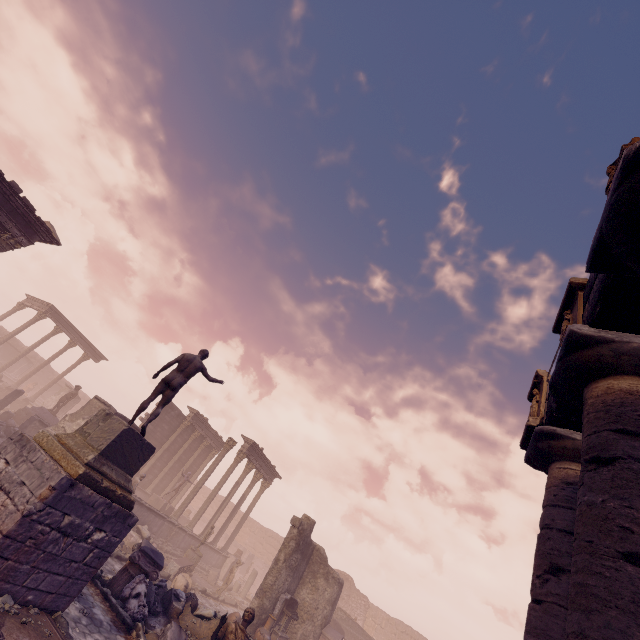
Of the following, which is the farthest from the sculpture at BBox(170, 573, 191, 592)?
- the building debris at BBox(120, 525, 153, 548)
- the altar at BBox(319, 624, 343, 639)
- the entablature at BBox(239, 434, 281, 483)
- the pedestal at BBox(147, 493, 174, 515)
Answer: the entablature at BBox(239, 434, 281, 483)

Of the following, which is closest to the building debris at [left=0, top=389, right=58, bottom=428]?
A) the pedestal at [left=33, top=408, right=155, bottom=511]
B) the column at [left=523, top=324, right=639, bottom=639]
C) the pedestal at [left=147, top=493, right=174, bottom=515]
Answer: the pedestal at [left=147, top=493, right=174, bottom=515]

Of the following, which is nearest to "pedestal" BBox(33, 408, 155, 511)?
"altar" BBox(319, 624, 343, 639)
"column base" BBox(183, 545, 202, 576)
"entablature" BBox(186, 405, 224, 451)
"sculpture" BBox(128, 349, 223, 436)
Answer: "sculpture" BBox(128, 349, 223, 436)

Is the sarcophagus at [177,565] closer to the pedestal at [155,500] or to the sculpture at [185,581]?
the sculpture at [185,581]

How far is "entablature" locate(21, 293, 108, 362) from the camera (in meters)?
28.36

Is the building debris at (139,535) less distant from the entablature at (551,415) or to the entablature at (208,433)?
the entablature at (208,433)

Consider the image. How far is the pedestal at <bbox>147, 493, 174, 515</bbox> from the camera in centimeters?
2150cm

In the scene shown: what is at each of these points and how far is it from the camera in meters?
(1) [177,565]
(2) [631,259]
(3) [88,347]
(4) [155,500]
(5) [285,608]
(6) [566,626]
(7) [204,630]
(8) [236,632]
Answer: (1) sarcophagus, 15.5 m
(2) column, 3.0 m
(3) entablature, 31.3 m
(4) pedestal, 21.8 m
(5) altar, 14.2 m
(6) column, 2.6 m
(7) building debris, 9.2 m
(8) sculpture, 8.9 m
